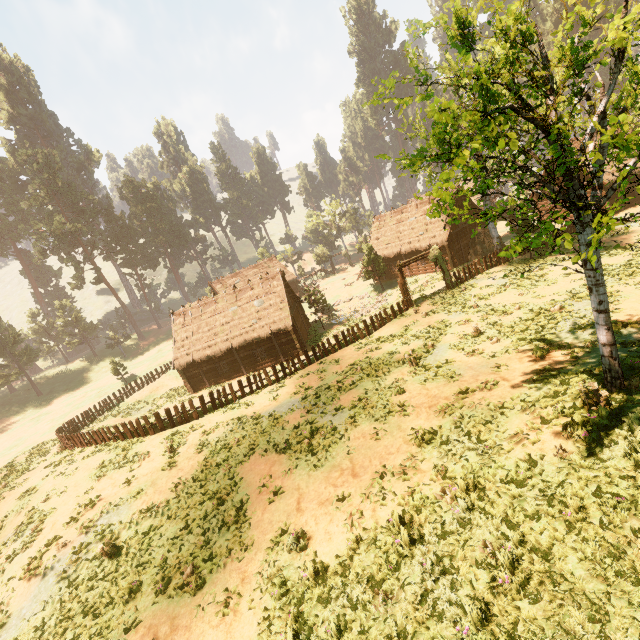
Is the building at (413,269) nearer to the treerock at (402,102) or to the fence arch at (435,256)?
the treerock at (402,102)

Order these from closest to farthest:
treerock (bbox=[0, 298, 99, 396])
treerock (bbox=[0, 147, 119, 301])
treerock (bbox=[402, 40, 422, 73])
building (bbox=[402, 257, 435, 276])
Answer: treerock (bbox=[402, 40, 422, 73]) → building (bbox=[402, 257, 435, 276]) → treerock (bbox=[0, 298, 99, 396]) → treerock (bbox=[0, 147, 119, 301])

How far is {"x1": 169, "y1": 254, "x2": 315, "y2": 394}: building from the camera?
30.06m

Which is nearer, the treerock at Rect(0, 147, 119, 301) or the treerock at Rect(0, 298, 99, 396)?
the treerock at Rect(0, 298, 99, 396)

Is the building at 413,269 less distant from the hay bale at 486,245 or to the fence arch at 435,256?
the hay bale at 486,245

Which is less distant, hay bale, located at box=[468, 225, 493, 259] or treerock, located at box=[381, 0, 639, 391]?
treerock, located at box=[381, 0, 639, 391]

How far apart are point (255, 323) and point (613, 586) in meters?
27.7

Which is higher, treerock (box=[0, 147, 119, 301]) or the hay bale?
treerock (box=[0, 147, 119, 301])
